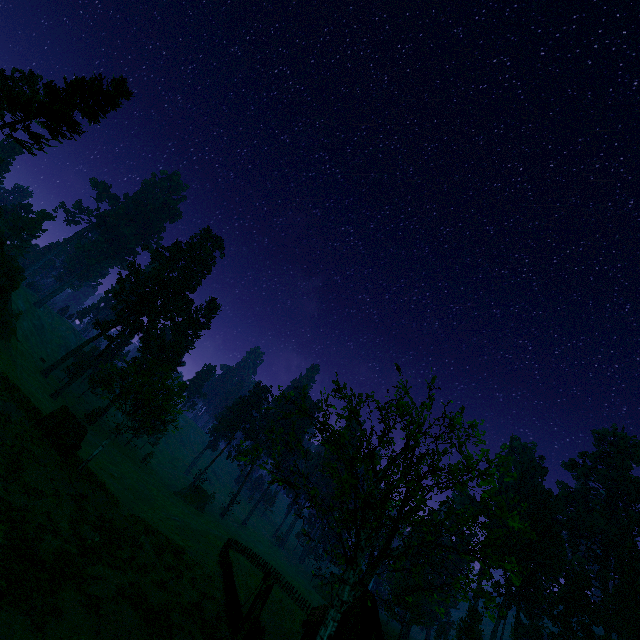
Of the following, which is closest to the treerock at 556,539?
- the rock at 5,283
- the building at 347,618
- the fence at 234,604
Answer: the building at 347,618

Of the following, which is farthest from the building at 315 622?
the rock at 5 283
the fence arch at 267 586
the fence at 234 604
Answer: the rock at 5 283

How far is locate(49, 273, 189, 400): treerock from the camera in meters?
49.1 m

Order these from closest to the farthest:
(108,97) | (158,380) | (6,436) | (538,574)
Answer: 1. (6,436)
2. (158,380)
3. (108,97)
4. (538,574)

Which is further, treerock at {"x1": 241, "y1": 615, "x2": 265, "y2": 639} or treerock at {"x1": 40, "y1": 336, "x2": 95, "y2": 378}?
treerock at {"x1": 40, "y1": 336, "x2": 95, "y2": 378}

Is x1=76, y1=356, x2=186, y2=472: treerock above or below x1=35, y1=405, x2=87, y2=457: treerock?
above

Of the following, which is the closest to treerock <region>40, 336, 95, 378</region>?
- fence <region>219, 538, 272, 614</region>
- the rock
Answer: fence <region>219, 538, 272, 614</region>

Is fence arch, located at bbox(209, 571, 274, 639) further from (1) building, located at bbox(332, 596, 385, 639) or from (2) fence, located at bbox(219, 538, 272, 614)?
(1) building, located at bbox(332, 596, 385, 639)
